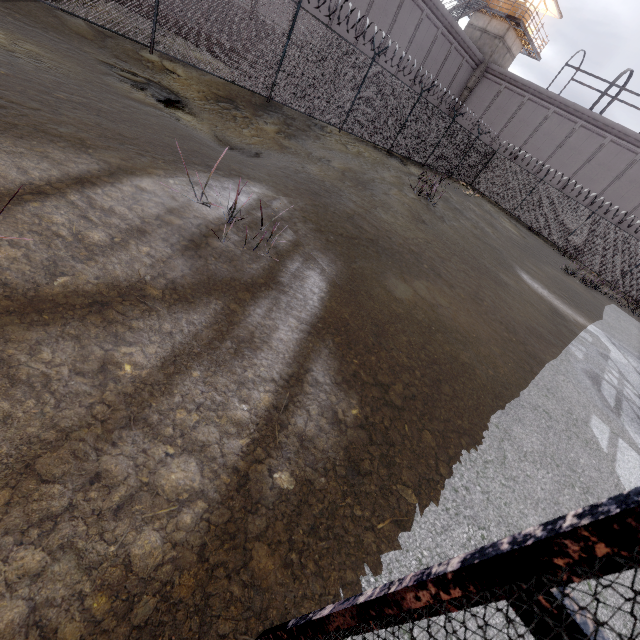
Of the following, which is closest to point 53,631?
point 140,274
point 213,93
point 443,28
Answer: point 140,274

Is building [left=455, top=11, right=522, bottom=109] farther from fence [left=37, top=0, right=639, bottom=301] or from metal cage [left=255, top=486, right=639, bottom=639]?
fence [left=37, top=0, right=639, bottom=301]

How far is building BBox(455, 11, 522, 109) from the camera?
28.0m

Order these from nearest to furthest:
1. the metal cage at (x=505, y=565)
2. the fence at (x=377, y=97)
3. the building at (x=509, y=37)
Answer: the metal cage at (x=505, y=565) < the fence at (x=377, y=97) < the building at (x=509, y=37)

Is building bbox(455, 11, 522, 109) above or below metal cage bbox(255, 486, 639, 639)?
above

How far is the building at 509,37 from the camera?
28.0 meters

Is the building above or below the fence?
above
